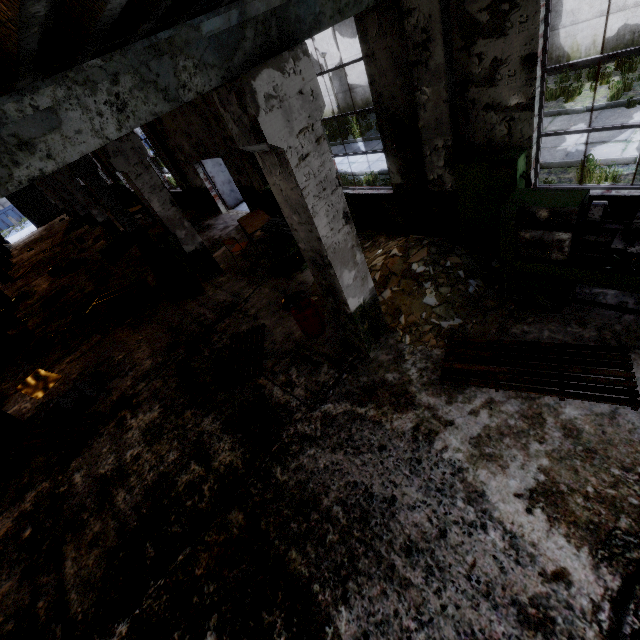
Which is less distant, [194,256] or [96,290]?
[194,256]

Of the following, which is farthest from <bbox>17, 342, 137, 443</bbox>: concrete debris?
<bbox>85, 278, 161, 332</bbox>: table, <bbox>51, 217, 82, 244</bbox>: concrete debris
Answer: <bbox>51, 217, 82, 244</bbox>: concrete debris

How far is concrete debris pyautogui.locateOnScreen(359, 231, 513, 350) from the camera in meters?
5.0

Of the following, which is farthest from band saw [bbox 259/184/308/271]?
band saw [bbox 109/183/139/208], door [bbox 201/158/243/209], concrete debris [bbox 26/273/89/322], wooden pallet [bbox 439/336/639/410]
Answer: band saw [bbox 109/183/139/208]

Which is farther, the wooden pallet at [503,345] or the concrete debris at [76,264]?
the concrete debris at [76,264]

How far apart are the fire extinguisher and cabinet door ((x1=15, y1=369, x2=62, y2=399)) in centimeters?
982cm

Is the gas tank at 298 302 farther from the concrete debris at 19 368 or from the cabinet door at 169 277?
the concrete debris at 19 368

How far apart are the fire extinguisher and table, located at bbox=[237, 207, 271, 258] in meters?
4.0 m
